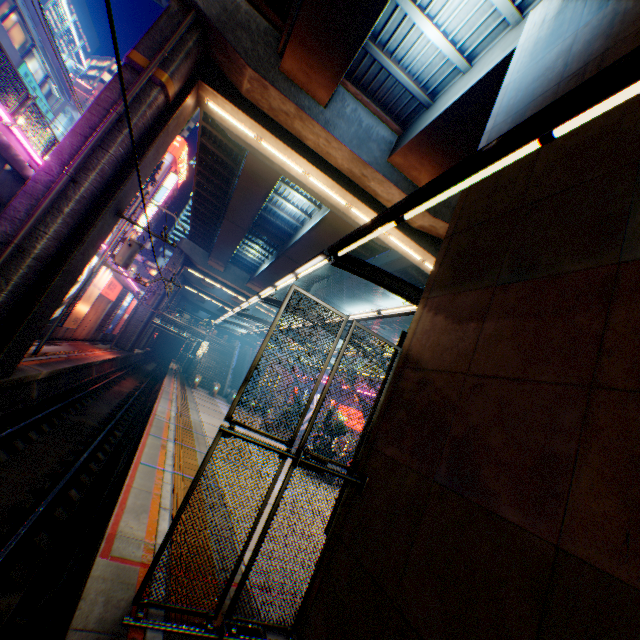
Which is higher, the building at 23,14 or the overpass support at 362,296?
the building at 23,14

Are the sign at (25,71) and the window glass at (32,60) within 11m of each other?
yes

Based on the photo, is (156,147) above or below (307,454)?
above

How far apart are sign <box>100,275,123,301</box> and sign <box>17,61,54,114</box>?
14.1m

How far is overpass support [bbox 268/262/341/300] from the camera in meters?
31.0 m

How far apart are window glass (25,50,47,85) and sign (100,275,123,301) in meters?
15.2

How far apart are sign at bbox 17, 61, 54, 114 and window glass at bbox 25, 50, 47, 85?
0.60m

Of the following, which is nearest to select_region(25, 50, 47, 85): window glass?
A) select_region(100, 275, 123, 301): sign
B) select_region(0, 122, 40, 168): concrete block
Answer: select_region(0, 122, 40, 168): concrete block
